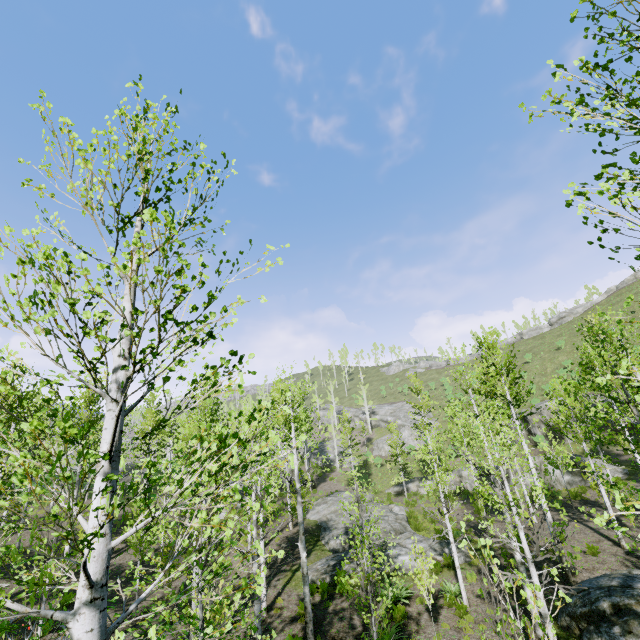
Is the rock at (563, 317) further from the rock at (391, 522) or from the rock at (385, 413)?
the rock at (391, 522)

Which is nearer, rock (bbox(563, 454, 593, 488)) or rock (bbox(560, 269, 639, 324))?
rock (bbox(563, 454, 593, 488))

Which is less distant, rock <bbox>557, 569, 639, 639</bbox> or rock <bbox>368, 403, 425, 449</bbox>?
rock <bbox>557, 569, 639, 639</bbox>

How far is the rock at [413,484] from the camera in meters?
32.9

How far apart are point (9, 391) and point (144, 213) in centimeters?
255cm

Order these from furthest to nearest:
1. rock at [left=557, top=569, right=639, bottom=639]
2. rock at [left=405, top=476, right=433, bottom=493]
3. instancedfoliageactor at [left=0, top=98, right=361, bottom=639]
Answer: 1. rock at [left=405, top=476, right=433, bottom=493]
2. rock at [left=557, top=569, right=639, bottom=639]
3. instancedfoliageactor at [left=0, top=98, right=361, bottom=639]

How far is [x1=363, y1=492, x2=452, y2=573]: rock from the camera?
15.5m

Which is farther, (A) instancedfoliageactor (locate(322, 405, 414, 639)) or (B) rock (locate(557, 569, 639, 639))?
(B) rock (locate(557, 569, 639, 639))
